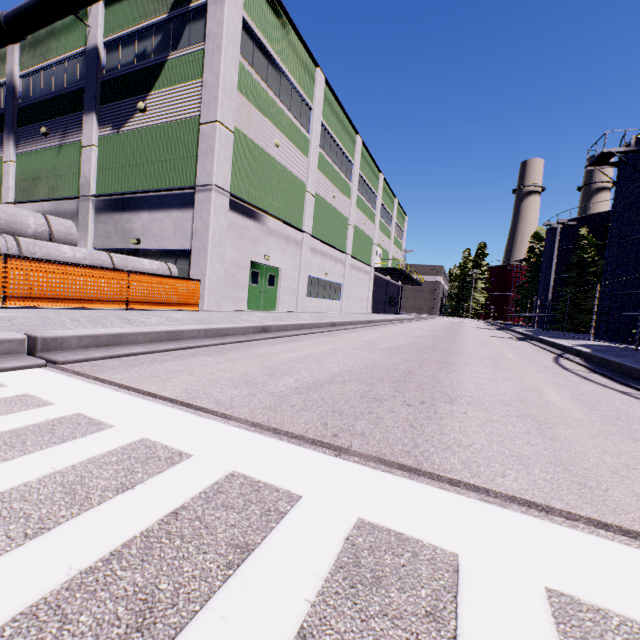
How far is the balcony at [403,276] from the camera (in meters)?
34.62

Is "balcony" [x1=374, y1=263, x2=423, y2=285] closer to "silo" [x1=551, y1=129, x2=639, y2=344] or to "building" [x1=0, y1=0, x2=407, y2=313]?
"building" [x1=0, y1=0, x2=407, y2=313]

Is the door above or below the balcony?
below

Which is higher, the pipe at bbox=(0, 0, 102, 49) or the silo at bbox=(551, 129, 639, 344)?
the pipe at bbox=(0, 0, 102, 49)

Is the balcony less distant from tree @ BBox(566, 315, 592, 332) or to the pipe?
tree @ BBox(566, 315, 592, 332)

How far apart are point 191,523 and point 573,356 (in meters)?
10.63

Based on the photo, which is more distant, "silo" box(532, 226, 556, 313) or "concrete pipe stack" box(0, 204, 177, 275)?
"silo" box(532, 226, 556, 313)

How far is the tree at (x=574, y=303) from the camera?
28.41m
